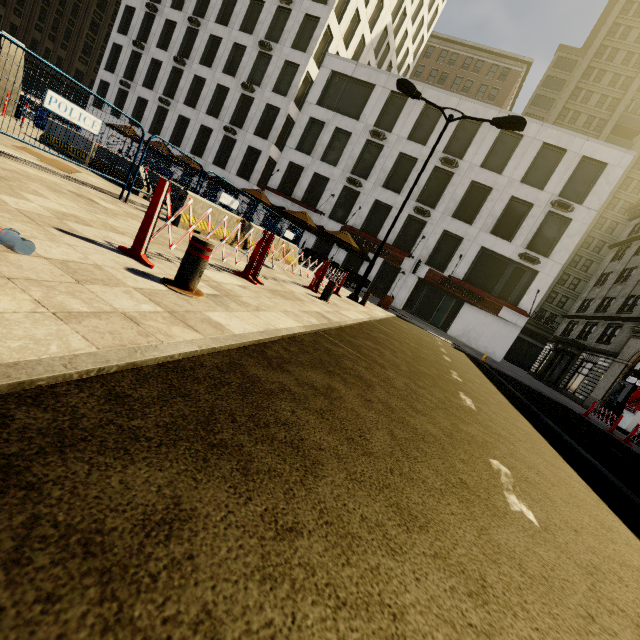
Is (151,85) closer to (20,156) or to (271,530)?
(20,156)

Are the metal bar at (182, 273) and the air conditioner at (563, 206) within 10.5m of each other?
no

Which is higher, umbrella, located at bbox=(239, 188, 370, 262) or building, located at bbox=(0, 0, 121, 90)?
building, located at bbox=(0, 0, 121, 90)

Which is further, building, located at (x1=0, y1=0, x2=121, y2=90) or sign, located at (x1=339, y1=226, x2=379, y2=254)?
building, located at (x1=0, y1=0, x2=121, y2=90)

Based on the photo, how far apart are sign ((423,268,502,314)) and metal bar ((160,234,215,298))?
23.72m

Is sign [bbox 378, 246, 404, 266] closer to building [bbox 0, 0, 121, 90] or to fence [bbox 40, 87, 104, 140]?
fence [bbox 40, 87, 104, 140]

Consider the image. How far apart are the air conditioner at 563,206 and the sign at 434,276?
7.2 meters

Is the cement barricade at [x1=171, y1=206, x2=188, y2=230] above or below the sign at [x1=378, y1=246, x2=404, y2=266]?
below
